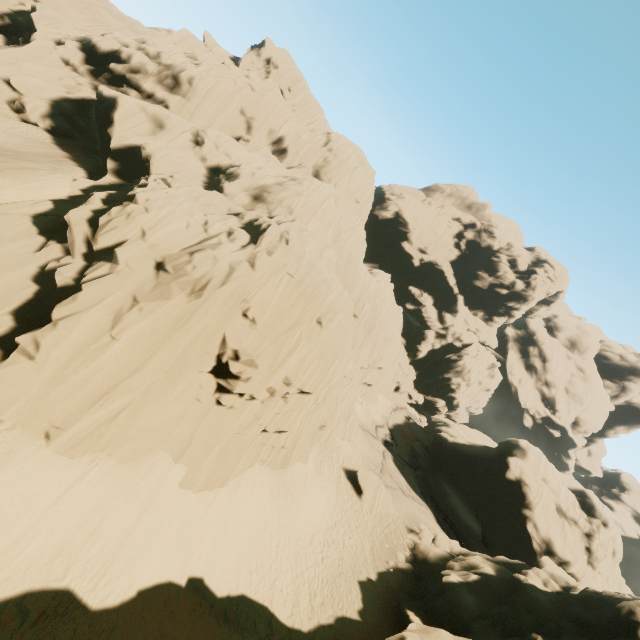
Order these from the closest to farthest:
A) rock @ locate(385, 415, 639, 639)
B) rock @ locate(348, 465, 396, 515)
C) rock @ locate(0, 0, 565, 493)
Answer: rock @ locate(0, 0, 565, 493)
rock @ locate(385, 415, 639, 639)
rock @ locate(348, 465, 396, 515)

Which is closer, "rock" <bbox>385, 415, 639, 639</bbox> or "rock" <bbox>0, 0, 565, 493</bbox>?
"rock" <bbox>0, 0, 565, 493</bbox>

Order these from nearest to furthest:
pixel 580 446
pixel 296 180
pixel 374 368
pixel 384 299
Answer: pixel 296 180 < pixel 384 299 < pixel 374 368 < pixel 580 446

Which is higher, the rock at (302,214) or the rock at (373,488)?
the rock at (302,214)

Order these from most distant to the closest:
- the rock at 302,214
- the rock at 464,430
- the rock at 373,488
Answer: the rock at 373,488 → the rock at 464,430 → the rock at 302,214

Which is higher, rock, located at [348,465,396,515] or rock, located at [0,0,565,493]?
rock, located at [0,0,565,493]
